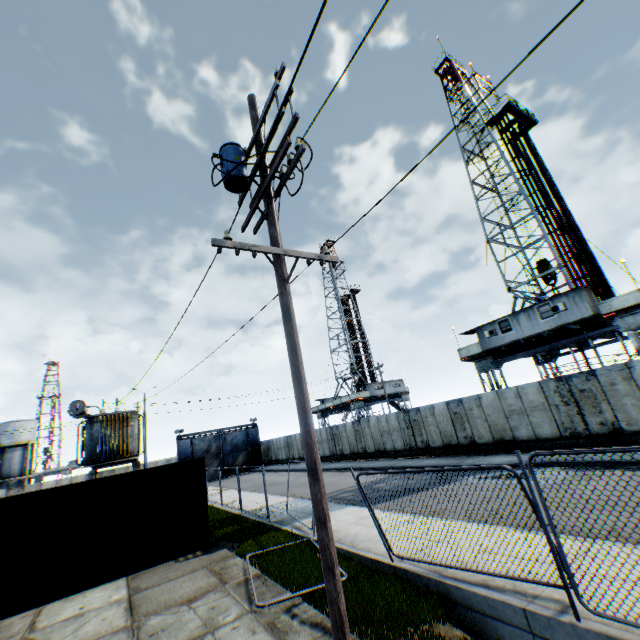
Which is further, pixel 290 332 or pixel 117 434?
pixel 117 434

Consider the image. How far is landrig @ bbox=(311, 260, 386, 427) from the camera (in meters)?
44.41

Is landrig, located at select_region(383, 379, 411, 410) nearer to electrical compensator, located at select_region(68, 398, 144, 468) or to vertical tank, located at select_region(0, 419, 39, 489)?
electrical compensator, located at select_region(68, 398, 144, 468)

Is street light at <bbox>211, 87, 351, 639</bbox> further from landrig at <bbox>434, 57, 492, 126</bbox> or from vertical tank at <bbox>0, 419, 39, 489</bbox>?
vertical tank at <bbox>0, 419, 39, 489</bbox>

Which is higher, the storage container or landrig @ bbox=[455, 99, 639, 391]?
landrig @ bbox=[455, 99, 639, 391]

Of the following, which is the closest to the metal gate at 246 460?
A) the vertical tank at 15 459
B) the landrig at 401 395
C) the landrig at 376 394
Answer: the landrig at 401 395

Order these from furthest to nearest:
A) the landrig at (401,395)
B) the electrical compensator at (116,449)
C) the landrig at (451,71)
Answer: the landrig at (401,395)
the landrig at (451,71)
the electrical compensator at (116,449)

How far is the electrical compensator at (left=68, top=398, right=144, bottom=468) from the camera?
18.3 meters
